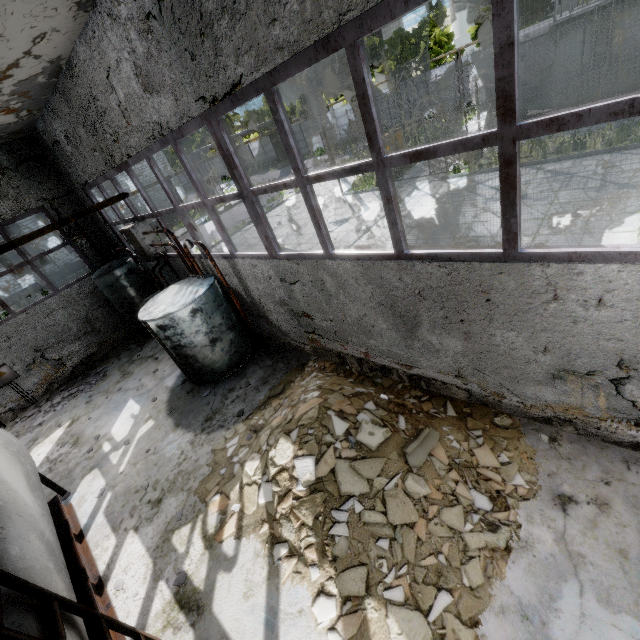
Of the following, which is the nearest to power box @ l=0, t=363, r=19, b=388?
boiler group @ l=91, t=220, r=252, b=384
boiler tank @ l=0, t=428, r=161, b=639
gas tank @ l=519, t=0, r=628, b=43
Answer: boiler group @ l=91, t=220, r=252, b=384

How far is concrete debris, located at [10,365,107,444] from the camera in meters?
9.5

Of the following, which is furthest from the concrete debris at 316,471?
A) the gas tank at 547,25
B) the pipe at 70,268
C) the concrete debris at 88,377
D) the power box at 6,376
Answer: the pipe at 70,268

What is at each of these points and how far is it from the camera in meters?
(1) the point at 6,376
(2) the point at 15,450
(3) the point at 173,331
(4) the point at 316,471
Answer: (1) power box, 10.1 m
(2) boiler tank, 5.2 m
(3) boiler group, 7.2 m
(4) concrete debris, 4.4 m

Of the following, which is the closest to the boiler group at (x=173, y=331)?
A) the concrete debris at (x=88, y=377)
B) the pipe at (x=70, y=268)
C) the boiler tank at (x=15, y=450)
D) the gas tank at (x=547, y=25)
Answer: the concrete debris at (x=88, y=377)

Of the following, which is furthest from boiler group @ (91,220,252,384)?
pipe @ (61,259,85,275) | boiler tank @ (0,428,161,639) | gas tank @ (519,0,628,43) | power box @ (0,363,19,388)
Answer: pipe @ (61,259,85,275)

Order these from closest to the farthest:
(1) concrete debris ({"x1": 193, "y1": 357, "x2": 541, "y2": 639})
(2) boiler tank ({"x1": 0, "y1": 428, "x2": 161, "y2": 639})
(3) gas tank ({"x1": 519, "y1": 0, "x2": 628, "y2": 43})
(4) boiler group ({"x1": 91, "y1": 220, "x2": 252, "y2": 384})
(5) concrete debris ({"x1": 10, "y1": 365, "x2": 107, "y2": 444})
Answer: (2) boiler tank ({"x1": 0, "y1": 428, "x2": 161, "y2": 639}) → (1) concrete debris ({"x1": 193, "y1": 357, "x2": 541, "y2": 639}) → (4) boiler group ({"x1": 91, "y1": 220, "x2": 252, "y2": 384}) → (5) concrete debris ({"x1": 10, "y1": 365, "x2": 107, "y2": 444}) → (3) gas tank ({"x1": 519, "y1": 0, "x2": 628, "y2": 43})

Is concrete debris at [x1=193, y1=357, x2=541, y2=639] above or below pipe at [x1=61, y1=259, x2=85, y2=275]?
below
